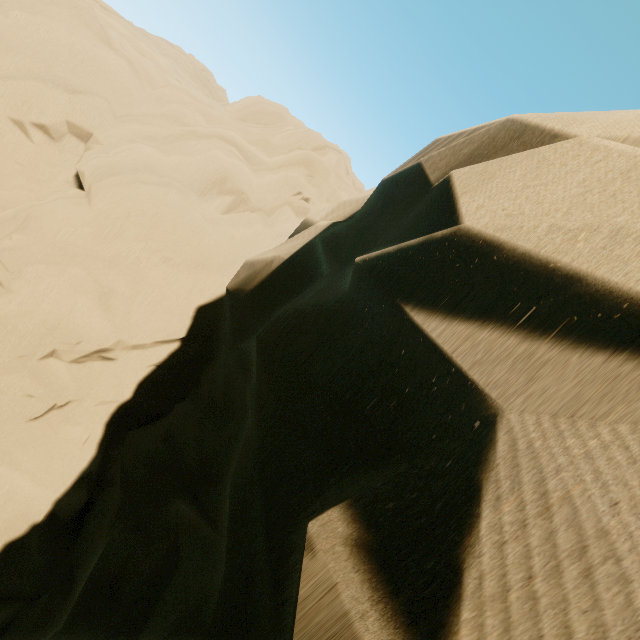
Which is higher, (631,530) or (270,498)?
(631,530)
